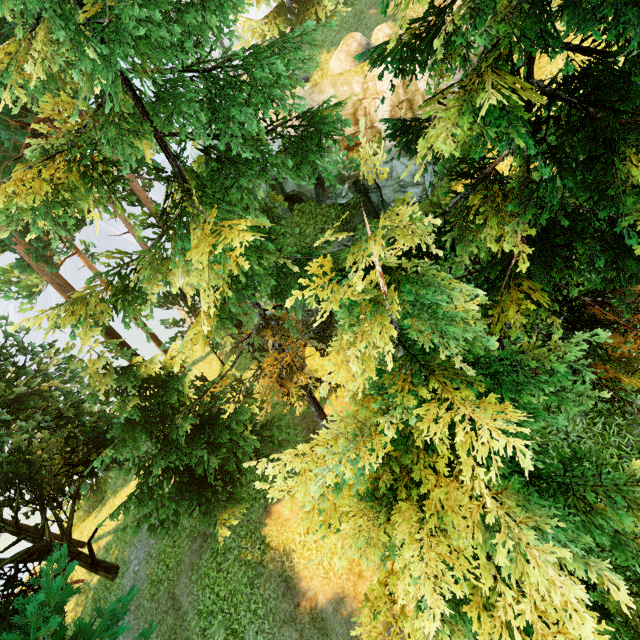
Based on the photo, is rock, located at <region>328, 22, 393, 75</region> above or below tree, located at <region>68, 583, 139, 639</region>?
above

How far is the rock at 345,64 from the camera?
14.50m

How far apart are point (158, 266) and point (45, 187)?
3.37m

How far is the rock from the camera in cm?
1450

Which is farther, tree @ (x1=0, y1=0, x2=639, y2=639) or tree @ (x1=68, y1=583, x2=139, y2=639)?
tree @ (x1=68, y1=583, x2=139, y2=639)

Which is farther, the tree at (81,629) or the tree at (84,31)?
the tree at (81,629)

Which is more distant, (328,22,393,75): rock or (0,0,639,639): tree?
(328,22,393,75): rock
